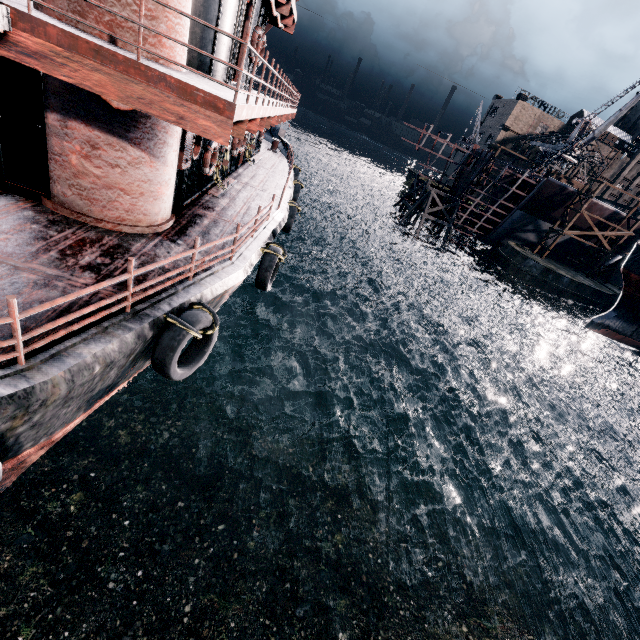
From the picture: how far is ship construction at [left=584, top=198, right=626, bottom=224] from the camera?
44.12m

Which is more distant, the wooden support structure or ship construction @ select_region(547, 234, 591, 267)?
ship construction @ select_region(547, 234, 591, 267)

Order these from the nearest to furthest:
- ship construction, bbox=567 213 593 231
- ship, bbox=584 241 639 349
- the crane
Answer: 1. ship, bbox=584 241 639 349
2. the crane
3. ship construction, bbox=567 213 593 231

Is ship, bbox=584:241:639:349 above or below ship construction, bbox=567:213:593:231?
below

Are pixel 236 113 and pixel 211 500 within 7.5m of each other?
no

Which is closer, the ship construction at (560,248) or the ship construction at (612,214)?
the ship construction at (612,214)

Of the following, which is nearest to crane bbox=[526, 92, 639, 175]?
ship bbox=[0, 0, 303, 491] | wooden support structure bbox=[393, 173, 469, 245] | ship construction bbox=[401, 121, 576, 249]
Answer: ship construction bbox=[401, 121, 576, 249]

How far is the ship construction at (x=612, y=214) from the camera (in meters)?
44.12
